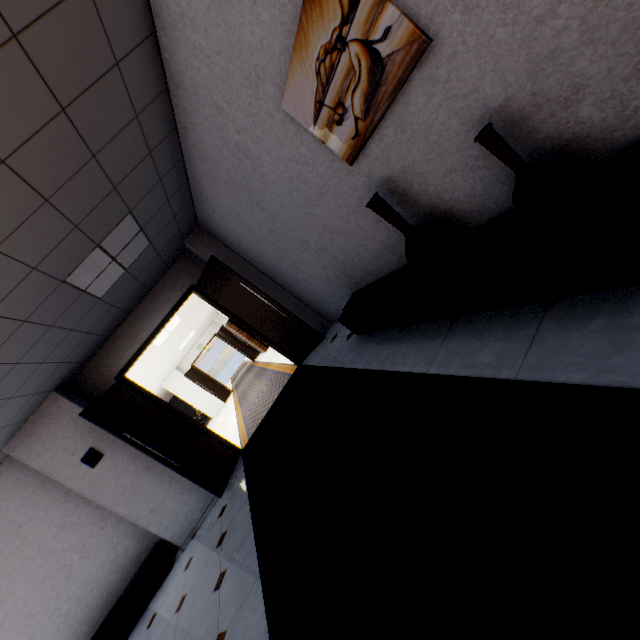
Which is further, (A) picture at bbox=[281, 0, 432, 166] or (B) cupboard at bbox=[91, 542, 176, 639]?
(B) cupboard at bbox=[91, 542, 176, 639]

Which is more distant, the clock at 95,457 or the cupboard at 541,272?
the clock at 95,457

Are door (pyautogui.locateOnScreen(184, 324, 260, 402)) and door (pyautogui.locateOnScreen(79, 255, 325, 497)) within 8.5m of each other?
no

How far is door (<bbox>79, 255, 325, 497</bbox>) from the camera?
4.9m

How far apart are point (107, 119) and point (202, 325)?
12.71m

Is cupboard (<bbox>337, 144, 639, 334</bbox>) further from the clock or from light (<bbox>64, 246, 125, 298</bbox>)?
the clock

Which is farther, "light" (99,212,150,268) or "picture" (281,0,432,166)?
"light" (99,212,150,268)

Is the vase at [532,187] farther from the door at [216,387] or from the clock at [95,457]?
the door at [216,387]
